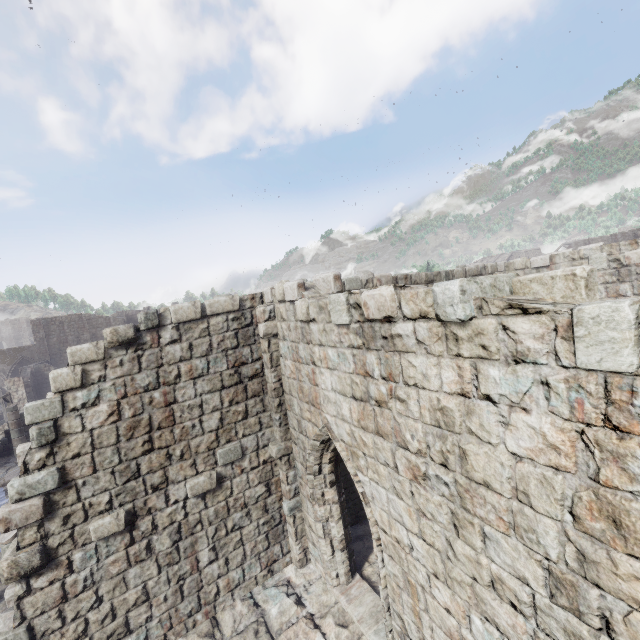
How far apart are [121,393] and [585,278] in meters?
7.3
